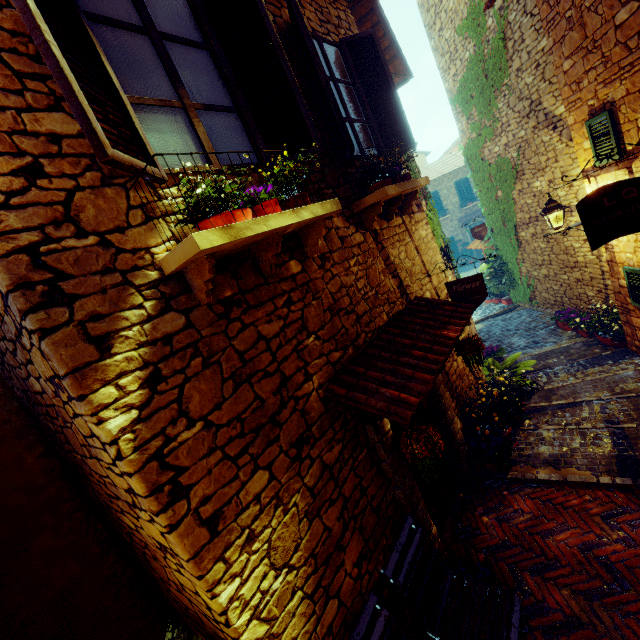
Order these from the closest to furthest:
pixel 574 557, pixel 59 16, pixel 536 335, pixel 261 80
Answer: pixel 59 16 → pixel 261 80 → pixel 574 557 → pixel 536 335

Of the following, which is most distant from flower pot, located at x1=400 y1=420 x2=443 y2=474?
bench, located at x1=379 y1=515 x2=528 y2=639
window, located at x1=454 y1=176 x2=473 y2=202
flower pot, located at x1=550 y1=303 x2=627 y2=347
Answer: window, located at x1=454 y1=176 x2=473 y2=202

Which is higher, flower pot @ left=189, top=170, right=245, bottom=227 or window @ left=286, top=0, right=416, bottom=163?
window @ left=286, top=0, right=416, bottom=163

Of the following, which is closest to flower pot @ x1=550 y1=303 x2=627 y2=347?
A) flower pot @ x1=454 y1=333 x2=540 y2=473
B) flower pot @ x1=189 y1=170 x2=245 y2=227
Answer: flower pot @ x1=454 y1=333 x2=540 y2=473

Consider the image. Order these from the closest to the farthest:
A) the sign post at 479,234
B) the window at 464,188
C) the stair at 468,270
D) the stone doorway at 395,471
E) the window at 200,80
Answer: the window at 200,80 < the stone doorway at 395,471 < the sign post at 479,234 < the stair at 468,270 < the window at 464,188

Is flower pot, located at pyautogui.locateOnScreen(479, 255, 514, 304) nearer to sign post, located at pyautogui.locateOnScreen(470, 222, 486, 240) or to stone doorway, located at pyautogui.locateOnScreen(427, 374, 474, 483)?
sign post, located at pyautogui.locateOnScreen(470, 222, 486, 240)

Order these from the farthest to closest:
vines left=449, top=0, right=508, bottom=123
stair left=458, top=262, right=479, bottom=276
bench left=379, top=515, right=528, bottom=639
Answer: stair left=458, top=262, right=479, bottom=276, vines left=449, top=0, right=508, bottom=123, bench left=379, top=515, right=528, bottom=639

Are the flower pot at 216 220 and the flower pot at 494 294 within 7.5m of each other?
no
